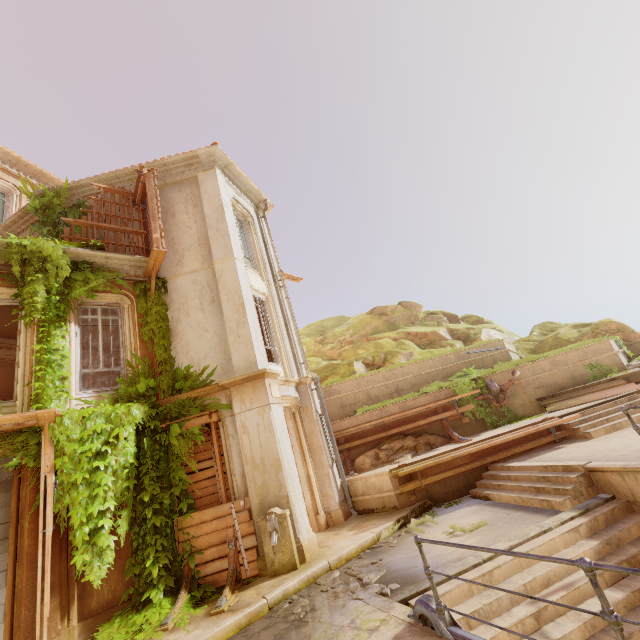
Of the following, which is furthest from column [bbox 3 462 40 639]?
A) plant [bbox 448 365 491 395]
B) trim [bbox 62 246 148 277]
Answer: plant [bbox 448 365 491 395]

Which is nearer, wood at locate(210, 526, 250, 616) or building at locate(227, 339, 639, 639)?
building at locate(227, 339, 639, 639)

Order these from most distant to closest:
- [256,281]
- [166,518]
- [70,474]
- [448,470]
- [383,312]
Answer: [383,312] < [256,281] < [448,470] < [166,518] < [70,474]

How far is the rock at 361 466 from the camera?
11.4m

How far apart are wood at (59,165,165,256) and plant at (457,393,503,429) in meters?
11.4 m

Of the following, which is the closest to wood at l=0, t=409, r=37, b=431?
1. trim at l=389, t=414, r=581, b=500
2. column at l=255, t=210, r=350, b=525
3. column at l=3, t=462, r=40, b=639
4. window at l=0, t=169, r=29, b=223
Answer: column at l=3, t=462, r=40, b=639

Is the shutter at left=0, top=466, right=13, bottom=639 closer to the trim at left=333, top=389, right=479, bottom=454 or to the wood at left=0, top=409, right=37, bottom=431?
the wood at left=0, top=409, right=37, bottom=431

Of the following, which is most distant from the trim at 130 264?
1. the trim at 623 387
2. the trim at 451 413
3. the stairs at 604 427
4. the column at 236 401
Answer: the trim at 623 387
